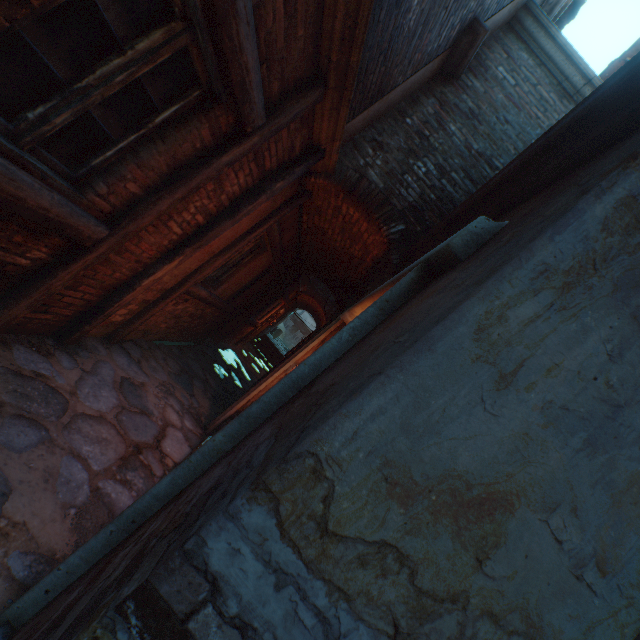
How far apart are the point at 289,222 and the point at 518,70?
4.27m

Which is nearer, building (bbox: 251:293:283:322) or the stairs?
building (bbox: 251:293:283:322)

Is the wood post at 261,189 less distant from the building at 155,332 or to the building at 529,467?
the building at 529,467

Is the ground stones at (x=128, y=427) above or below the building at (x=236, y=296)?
below

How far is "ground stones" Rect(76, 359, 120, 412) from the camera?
3.3 meters

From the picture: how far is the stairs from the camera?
18.5m

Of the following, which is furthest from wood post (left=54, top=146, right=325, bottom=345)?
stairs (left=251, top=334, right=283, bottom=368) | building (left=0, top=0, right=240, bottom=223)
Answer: stairs (left=251, top=334, right=283, bottom=368)
